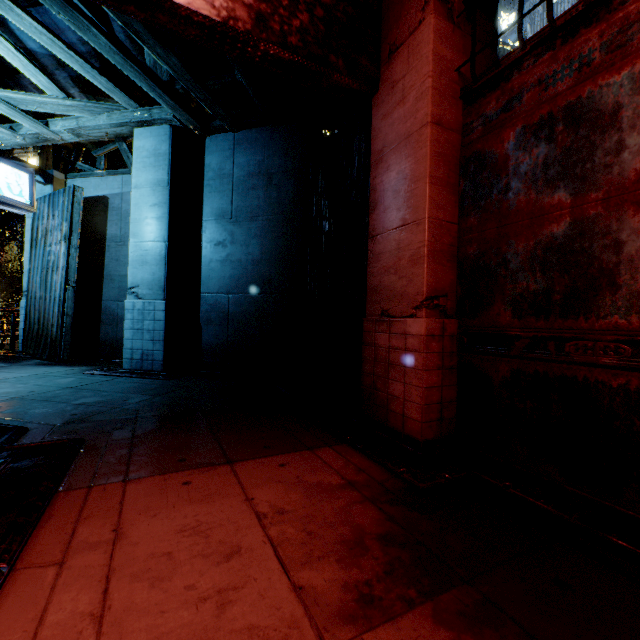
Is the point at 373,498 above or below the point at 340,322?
below

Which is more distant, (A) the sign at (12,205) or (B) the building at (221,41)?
(A) the sign at (12,205)

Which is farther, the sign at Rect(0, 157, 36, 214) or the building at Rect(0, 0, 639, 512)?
the sign at Rect(0, 157, 36, 214)
